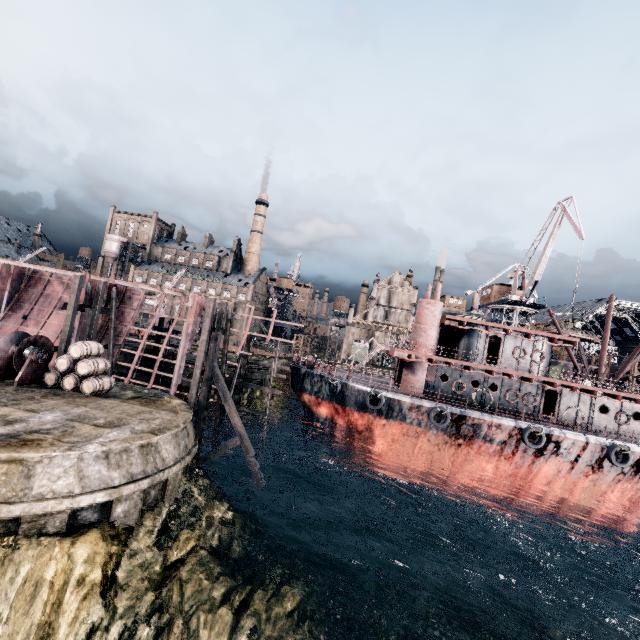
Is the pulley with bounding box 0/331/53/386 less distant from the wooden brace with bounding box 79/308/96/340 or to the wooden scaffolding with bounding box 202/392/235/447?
the wooden brace with bounding box 79/308/96/340

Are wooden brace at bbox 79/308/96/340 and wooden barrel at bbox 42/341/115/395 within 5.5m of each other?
yes

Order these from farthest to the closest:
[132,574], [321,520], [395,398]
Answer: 1. [395,398]
2. [321,520]
3. [132,574]

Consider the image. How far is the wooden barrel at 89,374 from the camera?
16.8m

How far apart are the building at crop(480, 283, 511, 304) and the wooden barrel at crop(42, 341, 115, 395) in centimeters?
4982cm

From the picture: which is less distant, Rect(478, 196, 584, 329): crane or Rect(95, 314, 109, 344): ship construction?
Rect(95, 314, 109, 344): ship construction

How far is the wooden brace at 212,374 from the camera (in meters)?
20.33

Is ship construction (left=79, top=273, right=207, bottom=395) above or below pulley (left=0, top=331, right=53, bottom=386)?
above
